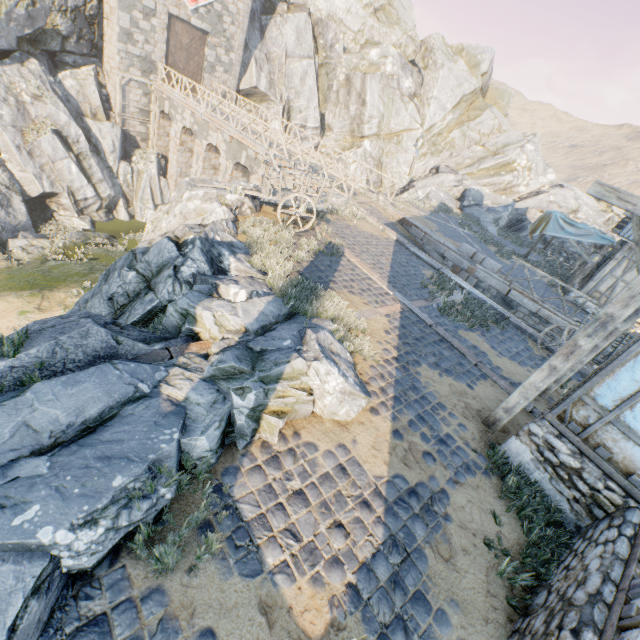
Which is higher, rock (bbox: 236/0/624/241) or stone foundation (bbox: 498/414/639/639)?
rock (bbox: 236/0/624/241)

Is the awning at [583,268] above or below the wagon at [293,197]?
above

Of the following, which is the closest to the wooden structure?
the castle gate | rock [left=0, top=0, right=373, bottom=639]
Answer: rock [left=0, top=0, right=373, bottom=639]

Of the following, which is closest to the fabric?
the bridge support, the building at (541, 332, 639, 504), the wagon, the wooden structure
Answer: the building at (541, 332, 639, 504)

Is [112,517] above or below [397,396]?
above

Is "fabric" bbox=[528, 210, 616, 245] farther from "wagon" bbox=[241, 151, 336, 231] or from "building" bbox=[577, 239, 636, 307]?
"wagon" bbox=[241, 151, 336, 231]

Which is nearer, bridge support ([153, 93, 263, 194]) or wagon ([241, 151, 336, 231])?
wagon ([241, 151, 336, 231])

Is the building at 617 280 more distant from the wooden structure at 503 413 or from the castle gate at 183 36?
the castle gate at 183 36
